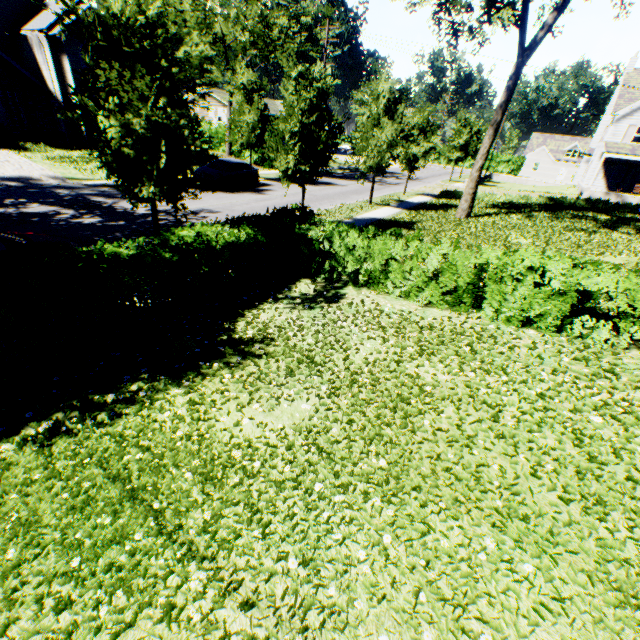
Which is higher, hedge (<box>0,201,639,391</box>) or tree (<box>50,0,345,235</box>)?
tree (<box>50,0,345,235</box>)

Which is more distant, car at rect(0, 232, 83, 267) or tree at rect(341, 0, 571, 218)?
tree at rect(341, 0, 571, 218)

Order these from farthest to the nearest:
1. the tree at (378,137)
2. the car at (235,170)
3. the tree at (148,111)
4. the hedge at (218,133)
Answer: the hedge at (218,133)
the car at (235,170)
the tree at (378,137)
the tree at (148,111)

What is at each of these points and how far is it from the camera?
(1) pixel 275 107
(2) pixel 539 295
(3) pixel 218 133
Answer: (1) house, 51.9m
(2) hedge, 6.7m
(3) hedge, 34.2m

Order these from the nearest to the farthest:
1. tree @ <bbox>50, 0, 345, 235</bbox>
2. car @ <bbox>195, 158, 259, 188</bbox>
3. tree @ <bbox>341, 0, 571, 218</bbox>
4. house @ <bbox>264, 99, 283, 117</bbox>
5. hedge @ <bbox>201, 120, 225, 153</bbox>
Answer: tree @ <bbox>50, 0, 345, 235</bbox>
tree @ <bbox>341, 0, 571, 218</bbox>
car @ <bbox>195, 158, 259, 188</bbox>
hedge @ <bbox>201, 120, 225, 153</bbox>
house @ <bbox>264, 99, 283, 117</bbox>

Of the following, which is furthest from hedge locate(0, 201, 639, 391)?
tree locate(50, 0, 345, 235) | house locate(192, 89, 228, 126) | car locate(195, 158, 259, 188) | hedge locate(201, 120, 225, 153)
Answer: house locate(192, 89, 228, 126)

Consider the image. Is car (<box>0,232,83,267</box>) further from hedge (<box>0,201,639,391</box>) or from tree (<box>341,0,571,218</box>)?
hedge (<box>0,201,639,391</box>)

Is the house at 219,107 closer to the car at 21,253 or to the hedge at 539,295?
the hedge at 539,295
